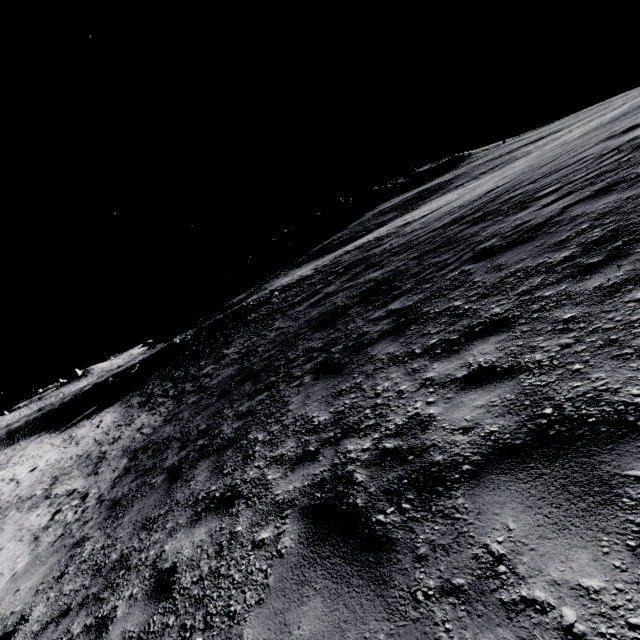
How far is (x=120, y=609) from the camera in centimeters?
364cm
